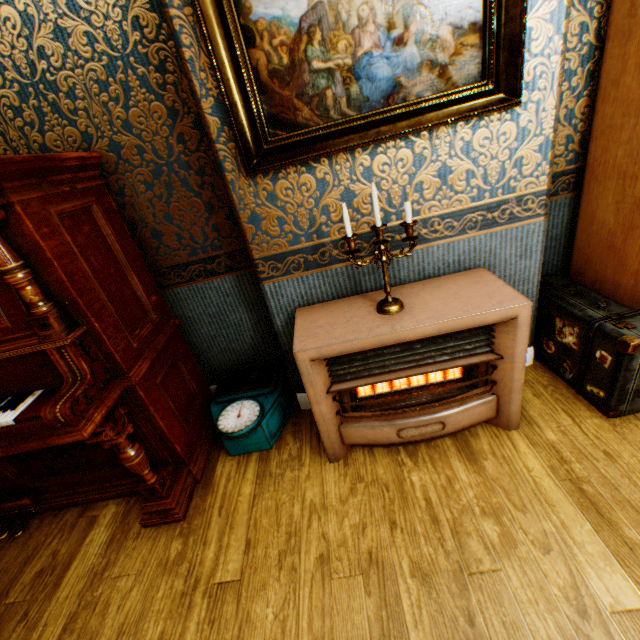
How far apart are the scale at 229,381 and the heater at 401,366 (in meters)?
0.28

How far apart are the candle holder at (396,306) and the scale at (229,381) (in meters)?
1.04

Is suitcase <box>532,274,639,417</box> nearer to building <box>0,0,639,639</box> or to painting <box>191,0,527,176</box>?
building <box>0,0,639,639</box>

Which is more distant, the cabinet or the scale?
the scale

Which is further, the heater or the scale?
the scale

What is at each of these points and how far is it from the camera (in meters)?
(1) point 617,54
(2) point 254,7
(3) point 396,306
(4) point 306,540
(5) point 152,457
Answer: (1) cabinet, 1.66
(2) painting, 1.39
(3) candle holder, 1.75
(4) building, 1.71
(5) piano, 2.07

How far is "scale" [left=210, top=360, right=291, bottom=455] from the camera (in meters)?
2.18

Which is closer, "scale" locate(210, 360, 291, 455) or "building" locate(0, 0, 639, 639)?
"building" locate(0, 0, 639, 639)
